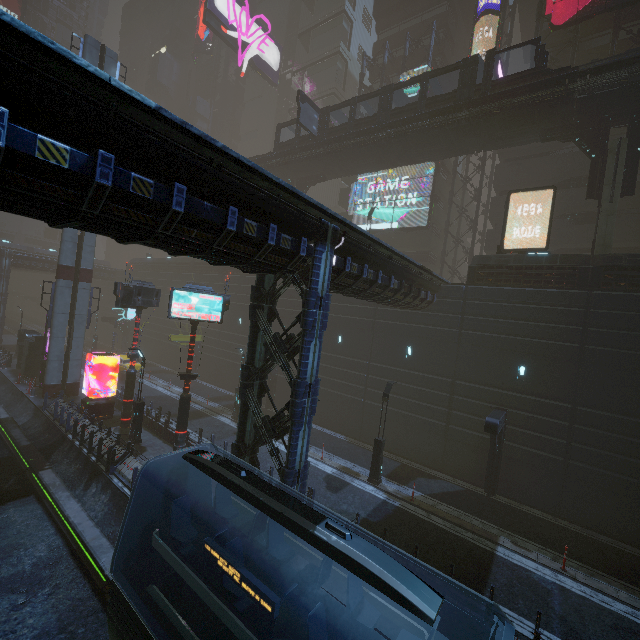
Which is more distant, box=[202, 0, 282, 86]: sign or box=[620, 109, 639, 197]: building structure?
box=[202, 0, 282, 86]: sign

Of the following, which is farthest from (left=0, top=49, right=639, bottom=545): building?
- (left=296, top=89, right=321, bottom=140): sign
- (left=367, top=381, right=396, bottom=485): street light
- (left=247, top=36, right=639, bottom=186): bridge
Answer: (left=296, top=89, right=321, bottom=140): sign

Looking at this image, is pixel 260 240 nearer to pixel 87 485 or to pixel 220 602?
pixel 220 602

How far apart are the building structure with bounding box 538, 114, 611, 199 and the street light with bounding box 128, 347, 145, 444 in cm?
2846

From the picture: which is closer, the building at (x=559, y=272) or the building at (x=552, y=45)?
the building at (x=559, y=272)

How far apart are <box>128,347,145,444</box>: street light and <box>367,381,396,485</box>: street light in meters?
13.3 m

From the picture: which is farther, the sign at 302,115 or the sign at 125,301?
the sign at 302,115

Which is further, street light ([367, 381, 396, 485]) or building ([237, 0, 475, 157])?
building ([237, 0, 475, 157])
